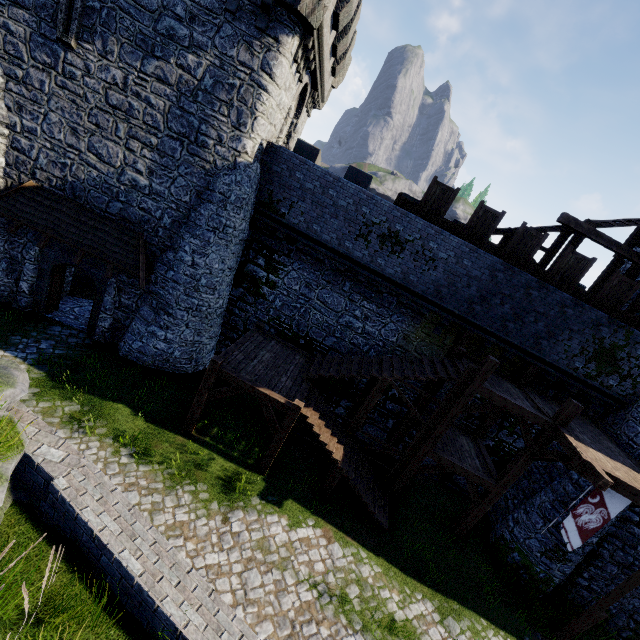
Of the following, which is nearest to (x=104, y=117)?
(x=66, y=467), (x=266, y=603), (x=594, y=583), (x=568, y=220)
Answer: (x=66, y=467)

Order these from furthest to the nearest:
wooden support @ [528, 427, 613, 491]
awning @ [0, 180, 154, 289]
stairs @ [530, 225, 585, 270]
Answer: stairs @ [530, 225, 585, 270], awning @ [0, 180, 154, 289], wooden support @ [528, 427, 613, 491]

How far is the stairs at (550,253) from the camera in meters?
13.1

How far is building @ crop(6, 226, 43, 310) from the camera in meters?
12.6

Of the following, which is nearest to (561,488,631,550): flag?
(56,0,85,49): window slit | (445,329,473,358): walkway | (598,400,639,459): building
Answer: (445,329,473,358): walkway

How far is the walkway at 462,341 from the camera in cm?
1327

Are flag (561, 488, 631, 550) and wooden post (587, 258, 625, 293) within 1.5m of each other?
no

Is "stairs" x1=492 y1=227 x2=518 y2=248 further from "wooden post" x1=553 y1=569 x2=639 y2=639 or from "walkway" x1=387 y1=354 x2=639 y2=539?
"wooden post" x1=553 y1=569 x2=639 y2=639
